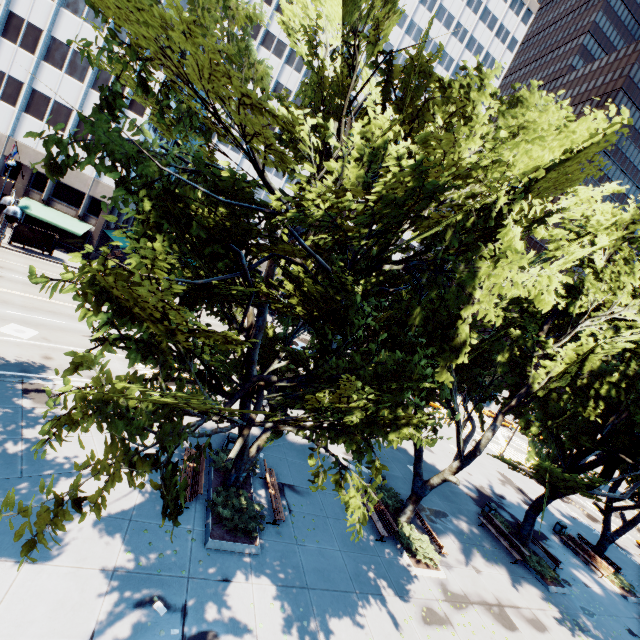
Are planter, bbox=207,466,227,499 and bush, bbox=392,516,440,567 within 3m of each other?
no

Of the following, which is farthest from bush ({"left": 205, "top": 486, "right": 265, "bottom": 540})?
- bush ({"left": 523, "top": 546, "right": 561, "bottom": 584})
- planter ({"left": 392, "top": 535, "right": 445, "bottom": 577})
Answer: bush ({"left": 523, "top": 546, "right": 561, "bottom": 584})

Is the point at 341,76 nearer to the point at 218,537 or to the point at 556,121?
the point at 556,121

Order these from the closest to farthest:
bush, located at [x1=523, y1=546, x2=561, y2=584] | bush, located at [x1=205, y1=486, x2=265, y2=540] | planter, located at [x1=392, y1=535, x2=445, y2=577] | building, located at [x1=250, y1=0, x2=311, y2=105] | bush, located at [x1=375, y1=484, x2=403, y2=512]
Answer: bush, located at [x1=205, y1=486, x2=265, y2=540]
planter, located at [x1=392, y1=535, x2=445, y2=577]
bush, located at [x1=375, y1=484, x2=403, y2=512]
bush, located at [x1=523, y1=546, x2=561, y2=584]
building, located at [x1=250, y1=0, x2=311, y2=105]

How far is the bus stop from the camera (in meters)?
29.75

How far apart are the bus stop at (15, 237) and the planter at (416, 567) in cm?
3769

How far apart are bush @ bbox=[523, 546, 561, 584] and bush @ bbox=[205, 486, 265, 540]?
16.36m

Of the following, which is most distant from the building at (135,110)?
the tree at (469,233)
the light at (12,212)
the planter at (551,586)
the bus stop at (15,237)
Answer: the planter at (551,586)
